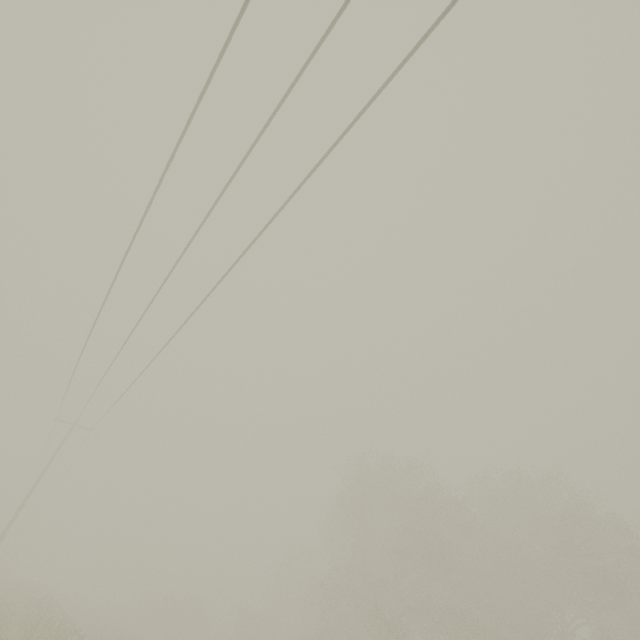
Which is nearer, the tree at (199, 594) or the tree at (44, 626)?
the tree at (44, 626)

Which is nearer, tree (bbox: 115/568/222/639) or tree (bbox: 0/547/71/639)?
tree (bbox: 0/547/71/639)

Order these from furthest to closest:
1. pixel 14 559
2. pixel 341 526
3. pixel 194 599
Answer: pixel 14 559 → pixel 194 599 → pixel 341 526
